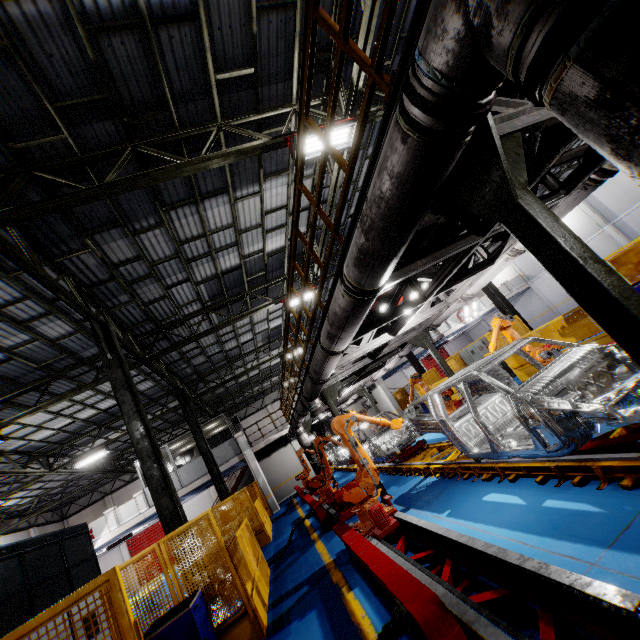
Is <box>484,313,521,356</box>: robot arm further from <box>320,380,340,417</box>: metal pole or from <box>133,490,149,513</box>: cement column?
<box>133,490,149,513</box>: cement column

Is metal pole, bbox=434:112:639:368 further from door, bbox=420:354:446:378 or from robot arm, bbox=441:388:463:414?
door, bbox=420:354:446:378

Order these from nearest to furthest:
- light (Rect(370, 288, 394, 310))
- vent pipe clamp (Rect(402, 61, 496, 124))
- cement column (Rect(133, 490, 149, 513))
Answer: vent pipe clamp (Rect(402, 61, 496, 124))
light (Rect(370, 288, 394, 310))
cement column (Rect(133, 490, 149, 513))

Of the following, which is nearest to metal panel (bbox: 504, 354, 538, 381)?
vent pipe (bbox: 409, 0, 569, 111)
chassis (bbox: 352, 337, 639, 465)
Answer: vent pipe (bbox: 409, 0, 569, 111)

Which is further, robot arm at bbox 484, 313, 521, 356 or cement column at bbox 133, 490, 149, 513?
cement column at bbox 133, 490, 149, 513

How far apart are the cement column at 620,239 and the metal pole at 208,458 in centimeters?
2967cm

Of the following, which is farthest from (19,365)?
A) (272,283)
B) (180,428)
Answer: (180,428)

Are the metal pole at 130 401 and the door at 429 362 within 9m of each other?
no
